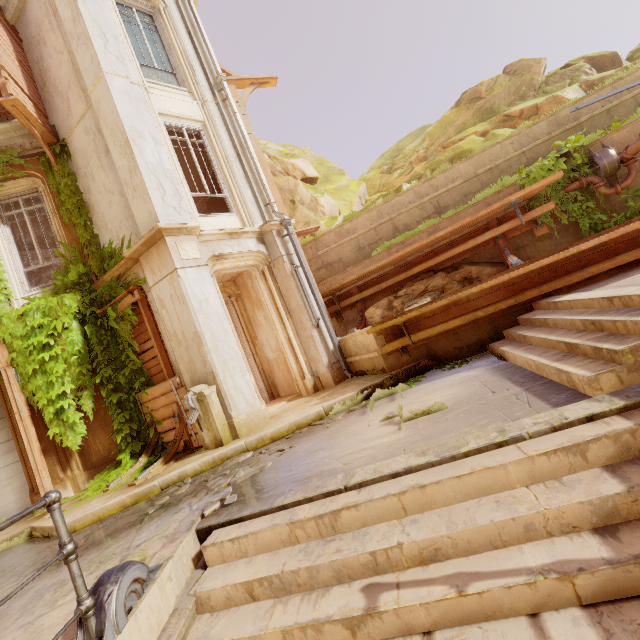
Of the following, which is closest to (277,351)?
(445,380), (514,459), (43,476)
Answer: (445,380)

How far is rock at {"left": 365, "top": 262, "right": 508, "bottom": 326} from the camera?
7.89m

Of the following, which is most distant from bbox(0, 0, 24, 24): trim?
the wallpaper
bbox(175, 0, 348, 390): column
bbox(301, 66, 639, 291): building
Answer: bbox(301, 66, 639, 291): building

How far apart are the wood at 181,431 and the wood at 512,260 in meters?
7.5 m

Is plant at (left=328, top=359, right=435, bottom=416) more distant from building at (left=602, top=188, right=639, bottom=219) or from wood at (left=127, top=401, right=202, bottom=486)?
wood at (left=127, top=401, right=202, bottom=486)

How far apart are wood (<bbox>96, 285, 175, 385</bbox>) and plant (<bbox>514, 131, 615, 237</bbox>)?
8.97m

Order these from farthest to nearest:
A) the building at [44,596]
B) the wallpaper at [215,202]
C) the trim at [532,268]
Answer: the wallpaper at [215,202] → the trim at [532,268] → the building at [44,596]

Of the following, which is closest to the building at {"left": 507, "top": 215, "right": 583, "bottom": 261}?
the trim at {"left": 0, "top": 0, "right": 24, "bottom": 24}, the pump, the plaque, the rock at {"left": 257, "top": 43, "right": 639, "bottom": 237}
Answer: the pump
